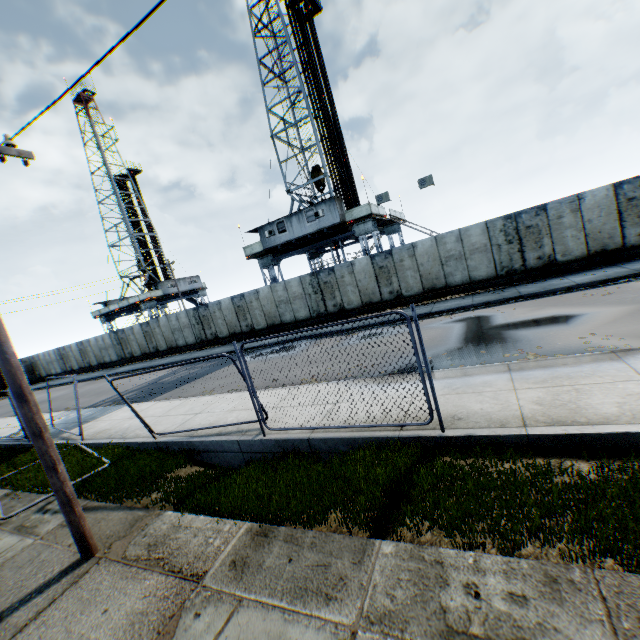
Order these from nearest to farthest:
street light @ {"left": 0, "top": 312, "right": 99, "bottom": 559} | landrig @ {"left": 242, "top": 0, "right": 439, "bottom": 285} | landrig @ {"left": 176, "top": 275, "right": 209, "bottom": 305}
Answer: street light @ {"left": 0, "top": 312, "right": 99, "bottom": 559}, landrig @ {"left": 242, "top": 0, "right": 439, "bottom": 285}, landrig @ {"left": 176, "top": 275, "right": 209, "bottom": 305}

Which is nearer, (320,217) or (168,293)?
(320,217)

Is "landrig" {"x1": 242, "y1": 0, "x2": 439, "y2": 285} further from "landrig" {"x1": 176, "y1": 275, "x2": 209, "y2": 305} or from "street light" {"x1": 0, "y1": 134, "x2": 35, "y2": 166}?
"street light" {"x1": 0, "y1": 134, "x2": 35, "y2": 166}

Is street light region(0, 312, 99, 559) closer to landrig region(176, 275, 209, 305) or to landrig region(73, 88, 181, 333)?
landrig region(176, 275, 209, 305)

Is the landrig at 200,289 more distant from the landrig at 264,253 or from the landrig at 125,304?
the landrig at 264,253

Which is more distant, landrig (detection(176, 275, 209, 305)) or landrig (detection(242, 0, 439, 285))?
landrig (detection(176, 275, 209, 305))

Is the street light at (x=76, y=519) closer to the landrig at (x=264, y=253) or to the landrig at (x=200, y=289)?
the landrig at (x=264, y=253)

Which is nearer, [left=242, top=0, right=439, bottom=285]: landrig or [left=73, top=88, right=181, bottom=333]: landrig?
[left=242, top=0, right=439, bottom=285]: landrig
